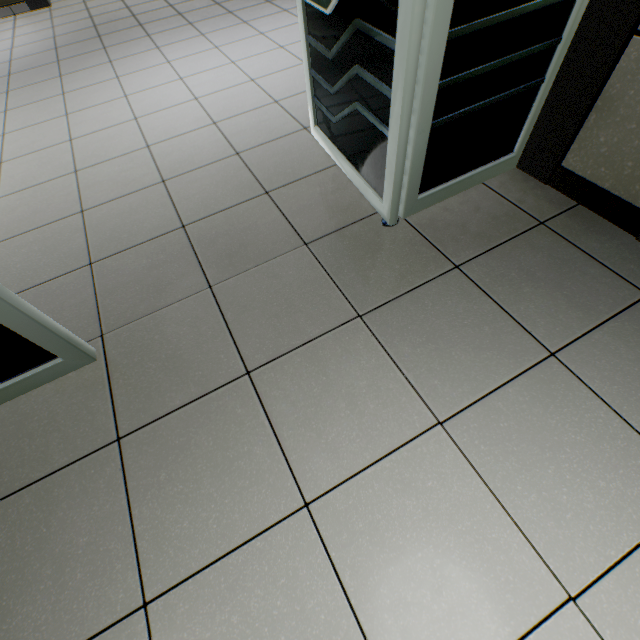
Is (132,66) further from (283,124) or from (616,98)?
(616,98)
